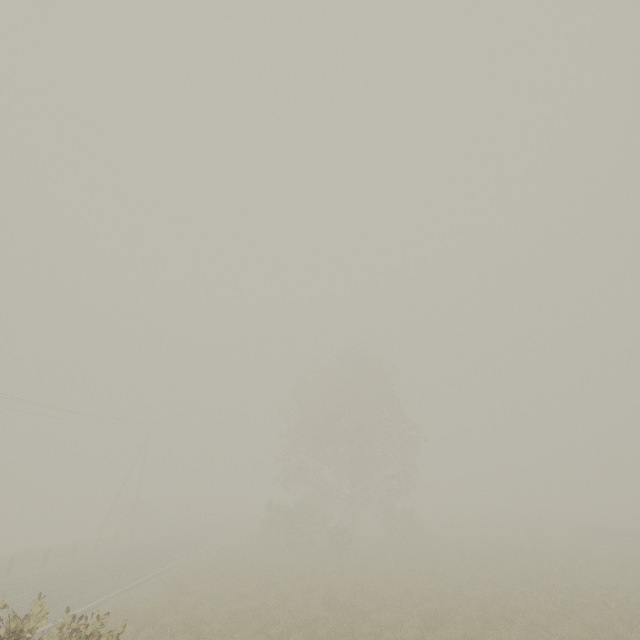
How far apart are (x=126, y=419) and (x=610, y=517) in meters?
70.0 m
